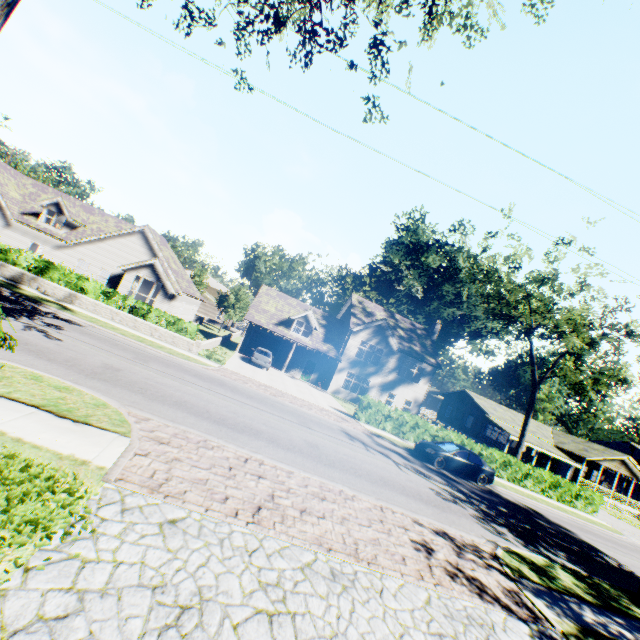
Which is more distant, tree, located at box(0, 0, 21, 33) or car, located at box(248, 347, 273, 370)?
car, located at box(248, 347, 273, 370)

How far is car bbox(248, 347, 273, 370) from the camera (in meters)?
27.59

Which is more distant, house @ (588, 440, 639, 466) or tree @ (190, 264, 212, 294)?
tree @ (190, 264, 212, 294)

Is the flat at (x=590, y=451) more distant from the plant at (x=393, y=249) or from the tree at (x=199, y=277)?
the tree at (x=199, y=277)

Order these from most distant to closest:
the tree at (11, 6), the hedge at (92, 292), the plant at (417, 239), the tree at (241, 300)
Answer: the plant at (417, 239) → the tree at (241, 300) → the hedge at (92, 292) → the tree at (11, 6)

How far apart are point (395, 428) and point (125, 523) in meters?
20.8 m

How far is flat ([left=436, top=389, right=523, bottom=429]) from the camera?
41.16m

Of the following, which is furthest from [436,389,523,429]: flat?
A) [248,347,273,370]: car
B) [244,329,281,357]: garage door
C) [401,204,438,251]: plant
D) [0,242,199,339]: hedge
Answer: [0,242,199,339]: hedge
